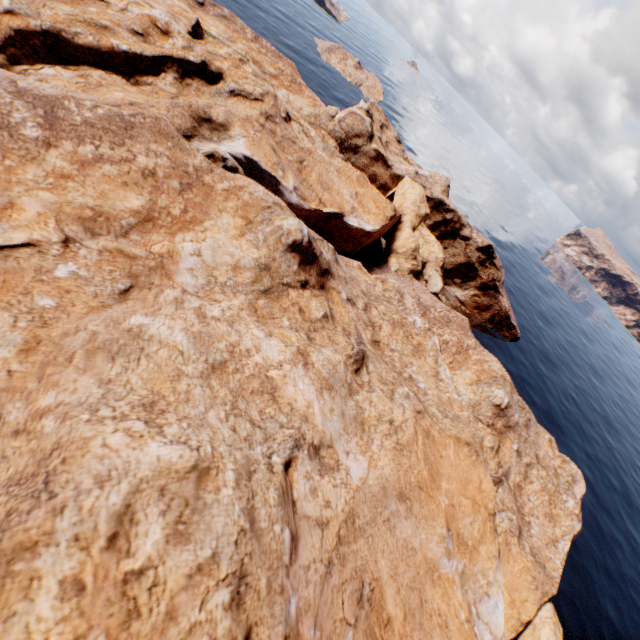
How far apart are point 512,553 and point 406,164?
56.26m
